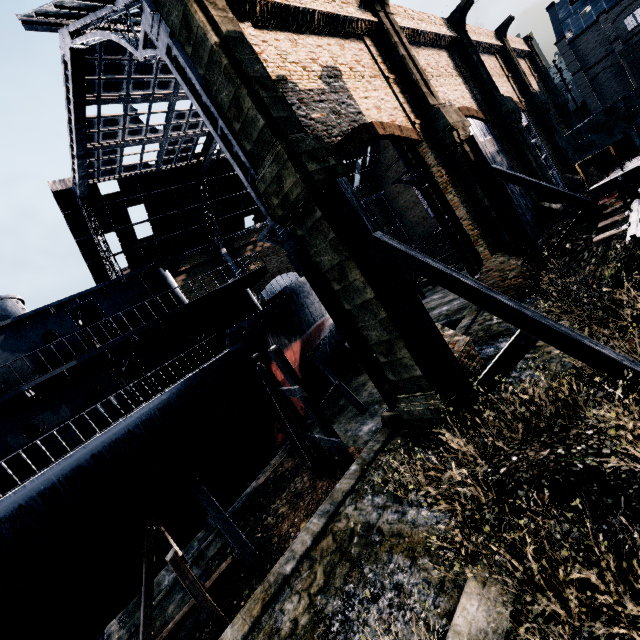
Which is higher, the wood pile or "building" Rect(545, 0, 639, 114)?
"building" Rect(545, 0, 639, 114)

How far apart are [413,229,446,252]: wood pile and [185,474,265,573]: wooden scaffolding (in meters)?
46.44

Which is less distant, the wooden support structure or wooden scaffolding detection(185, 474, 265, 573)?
the wooden support structure

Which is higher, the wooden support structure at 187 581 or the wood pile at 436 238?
the wood pile at 436 238

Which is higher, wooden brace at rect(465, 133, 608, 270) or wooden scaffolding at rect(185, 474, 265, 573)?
wooden brace at rect(465, 133, 608, 270)

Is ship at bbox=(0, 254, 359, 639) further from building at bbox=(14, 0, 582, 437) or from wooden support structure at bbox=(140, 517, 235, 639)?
building at bbox=(14, 0, 582, 437)

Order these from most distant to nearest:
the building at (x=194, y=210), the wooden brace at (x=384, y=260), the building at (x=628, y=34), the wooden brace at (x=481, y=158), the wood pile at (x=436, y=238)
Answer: the wood pile at (x=436, y=238)
the building at (x=628, y=34)
the wooden brace at (x=481, y=158)
the building at (x=194, y=210)
the wooden brace at (x=384, y=260)

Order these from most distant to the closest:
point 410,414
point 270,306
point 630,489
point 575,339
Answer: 1. point 270,306
2. point 410,414
3. point 575,339
4. point 630,489
